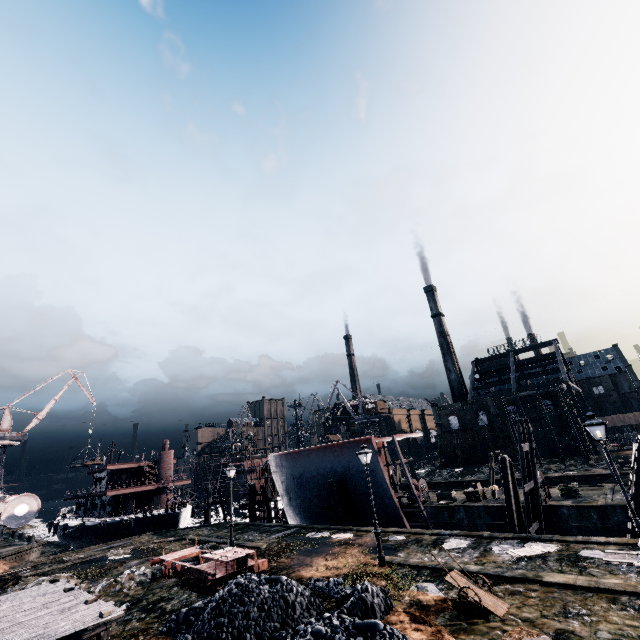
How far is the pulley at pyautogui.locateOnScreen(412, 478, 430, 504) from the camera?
35.3m

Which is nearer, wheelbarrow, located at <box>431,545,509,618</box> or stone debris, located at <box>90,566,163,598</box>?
wheelbarrow, located at <box>431,545,509,618</box>

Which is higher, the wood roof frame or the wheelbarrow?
the wood roof frame

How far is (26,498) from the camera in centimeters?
1125cm

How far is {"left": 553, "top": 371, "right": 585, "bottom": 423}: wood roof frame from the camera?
55.36m

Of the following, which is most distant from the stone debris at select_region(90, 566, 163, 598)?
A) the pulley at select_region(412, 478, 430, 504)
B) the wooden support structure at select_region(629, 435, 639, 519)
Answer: the wooden support structure at select_region(629, 435, 639, 519)

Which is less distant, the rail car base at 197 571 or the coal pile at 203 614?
the coal pile at 203 614

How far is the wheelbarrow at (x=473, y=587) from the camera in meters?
10.9 m
